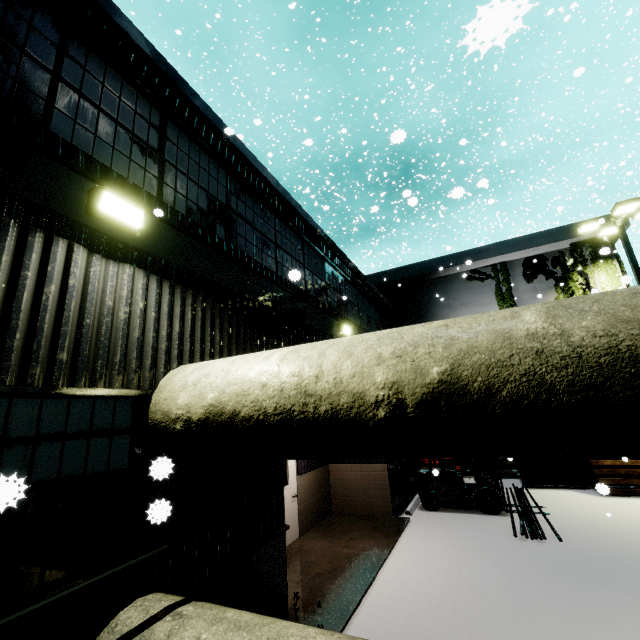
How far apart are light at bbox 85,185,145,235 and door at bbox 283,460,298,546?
6.06m

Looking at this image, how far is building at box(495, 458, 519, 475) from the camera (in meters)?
14.08

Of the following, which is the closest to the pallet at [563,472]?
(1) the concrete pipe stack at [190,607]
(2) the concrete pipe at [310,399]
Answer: (2) the concrete pipe at [310,399]

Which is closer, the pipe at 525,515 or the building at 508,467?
the pipe at 525,515

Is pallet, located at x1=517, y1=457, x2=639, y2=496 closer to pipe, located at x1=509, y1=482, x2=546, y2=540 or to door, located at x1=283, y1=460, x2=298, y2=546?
pipe, located at x1=509, y1=482, x2=546, y2=540

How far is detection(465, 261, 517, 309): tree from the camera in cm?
A: 1598

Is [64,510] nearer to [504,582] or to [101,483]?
[101,483]

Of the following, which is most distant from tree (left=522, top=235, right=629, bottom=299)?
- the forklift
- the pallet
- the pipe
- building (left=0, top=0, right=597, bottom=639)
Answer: the pipe
